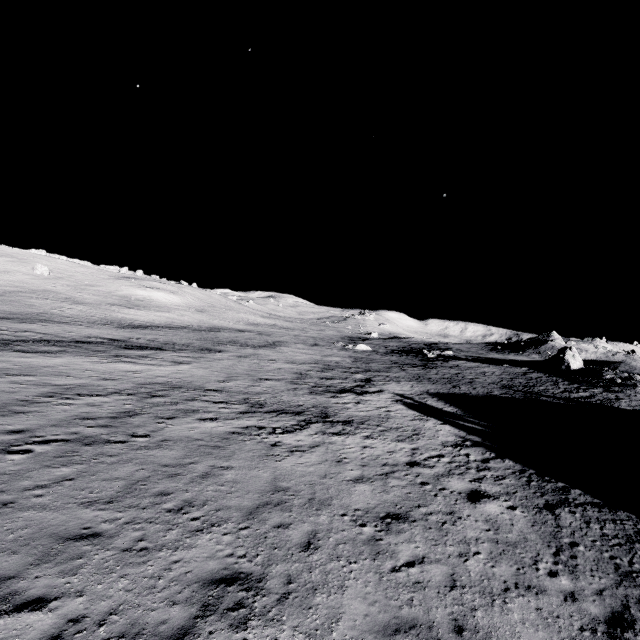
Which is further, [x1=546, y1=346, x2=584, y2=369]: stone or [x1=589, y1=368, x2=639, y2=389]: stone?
[x1=546, y1=346, x2=584, y2=369]: stone

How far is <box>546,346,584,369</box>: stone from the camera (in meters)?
45.84

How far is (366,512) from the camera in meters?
11.4

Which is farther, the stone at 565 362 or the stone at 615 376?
the stone at 565 362

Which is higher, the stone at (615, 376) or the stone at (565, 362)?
the stone at (565, 362)

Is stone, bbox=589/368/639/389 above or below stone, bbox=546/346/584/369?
below
